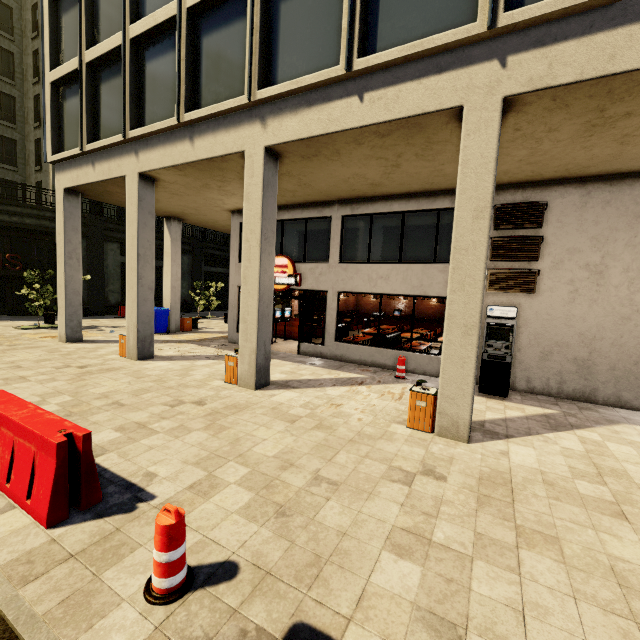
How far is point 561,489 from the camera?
4.6m

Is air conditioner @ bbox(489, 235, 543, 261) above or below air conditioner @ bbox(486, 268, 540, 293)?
above

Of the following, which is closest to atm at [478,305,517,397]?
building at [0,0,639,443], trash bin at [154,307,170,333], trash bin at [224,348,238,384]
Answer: building at [0,0,639,443]

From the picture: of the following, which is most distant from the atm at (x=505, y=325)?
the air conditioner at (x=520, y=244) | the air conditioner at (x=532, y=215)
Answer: the air conditioner at (x=532, y=215)

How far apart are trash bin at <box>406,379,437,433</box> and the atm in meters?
3.1

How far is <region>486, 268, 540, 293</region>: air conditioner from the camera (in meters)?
8.88

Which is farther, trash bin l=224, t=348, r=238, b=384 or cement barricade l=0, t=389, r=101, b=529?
trash bin l=224, t=348, r=238, b=384

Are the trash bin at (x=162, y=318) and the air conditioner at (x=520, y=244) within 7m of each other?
no
